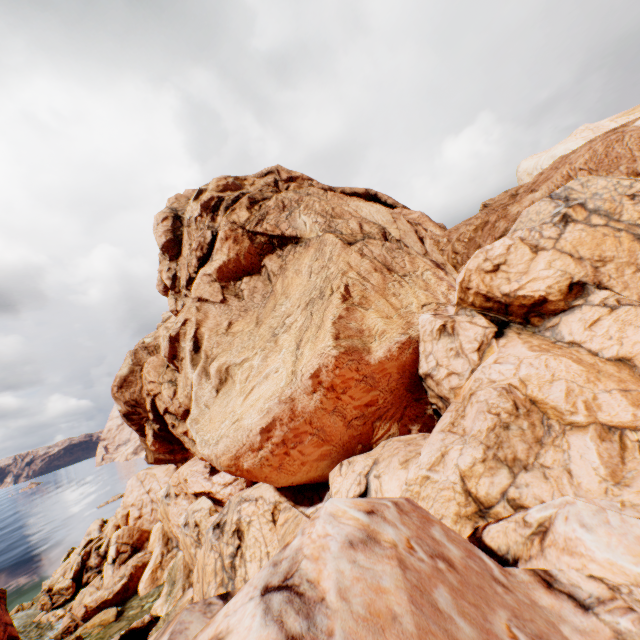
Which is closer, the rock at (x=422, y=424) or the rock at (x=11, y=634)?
the rock at (x=422, y=424)

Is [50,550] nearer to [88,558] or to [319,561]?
[88,558]

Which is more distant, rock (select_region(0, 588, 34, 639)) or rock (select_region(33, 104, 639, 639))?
rock (select_region(0, 588, 34, 639))
